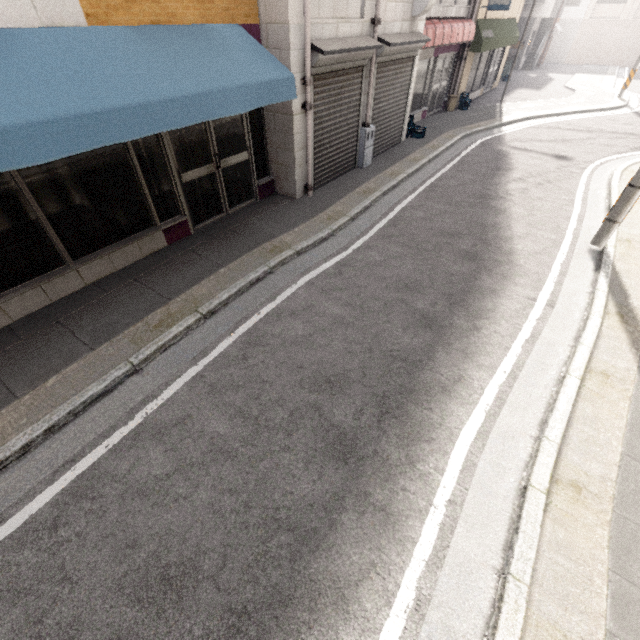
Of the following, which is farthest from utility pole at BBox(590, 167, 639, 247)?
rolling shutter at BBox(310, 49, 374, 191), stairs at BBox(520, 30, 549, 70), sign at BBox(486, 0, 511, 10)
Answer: stairs at BBox(520, 30, 549, 70)

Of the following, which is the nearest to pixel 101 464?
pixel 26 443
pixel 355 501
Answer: pixel 26 443

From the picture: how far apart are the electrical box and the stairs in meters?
27.3

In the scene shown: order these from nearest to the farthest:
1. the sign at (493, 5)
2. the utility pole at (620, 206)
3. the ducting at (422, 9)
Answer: the utility pole at (620, 206), the ducting at (422, 9), the sign at (493, 5)

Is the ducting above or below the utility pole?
above

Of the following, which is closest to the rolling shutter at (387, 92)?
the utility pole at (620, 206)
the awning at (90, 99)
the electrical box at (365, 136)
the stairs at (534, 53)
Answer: the electrical box at (365, 136)

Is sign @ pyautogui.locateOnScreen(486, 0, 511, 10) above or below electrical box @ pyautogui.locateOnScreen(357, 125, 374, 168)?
above

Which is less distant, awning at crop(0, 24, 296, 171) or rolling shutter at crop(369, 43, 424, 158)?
awning at crop(0, 24, 296, 171)
